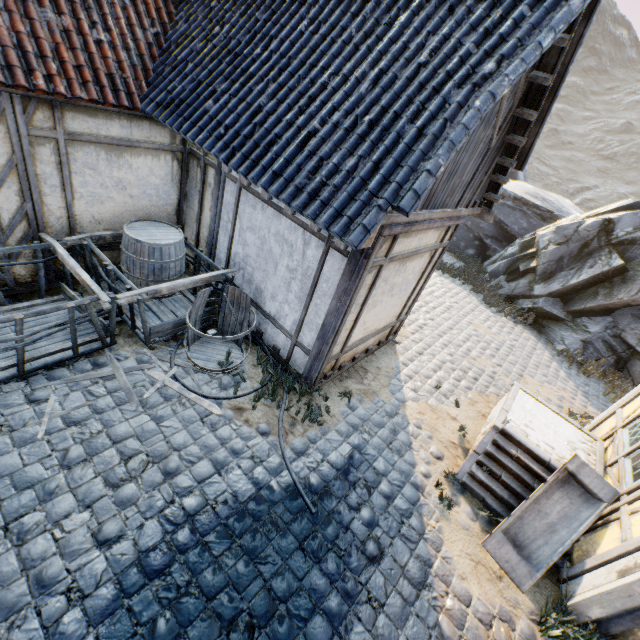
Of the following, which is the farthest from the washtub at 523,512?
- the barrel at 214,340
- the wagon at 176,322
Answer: the wagon at 176,322

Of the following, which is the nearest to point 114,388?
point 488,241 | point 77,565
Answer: point 77,565

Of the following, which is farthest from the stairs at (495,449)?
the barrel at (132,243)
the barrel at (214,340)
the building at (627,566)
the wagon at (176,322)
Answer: the barrel at (132,243)

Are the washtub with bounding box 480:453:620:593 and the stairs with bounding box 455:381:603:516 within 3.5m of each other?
yes

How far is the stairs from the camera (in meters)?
4.70

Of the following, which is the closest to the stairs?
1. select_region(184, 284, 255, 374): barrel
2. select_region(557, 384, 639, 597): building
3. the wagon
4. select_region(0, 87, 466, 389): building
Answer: select_region(557, 384, 639, 597): building

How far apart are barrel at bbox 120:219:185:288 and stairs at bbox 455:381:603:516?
5.7m

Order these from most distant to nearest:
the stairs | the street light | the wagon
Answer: the stairs → the wagon → the street light
